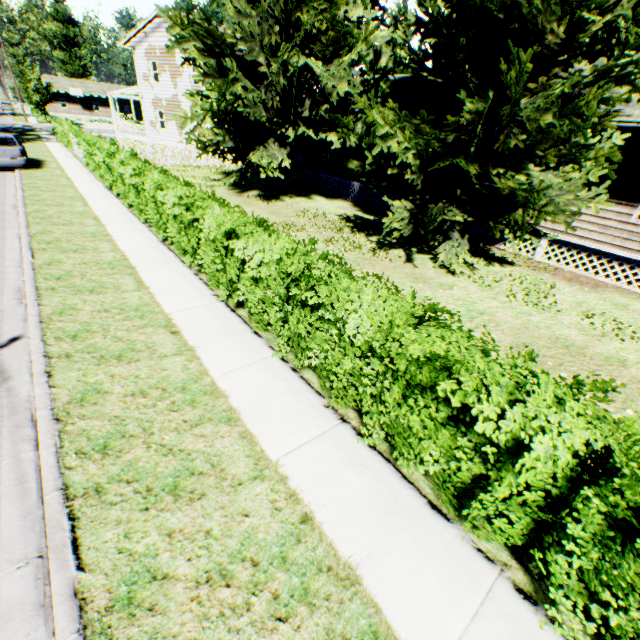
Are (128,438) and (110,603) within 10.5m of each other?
yes

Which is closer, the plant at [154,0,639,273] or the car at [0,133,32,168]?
the plant at [154,0,639,273]

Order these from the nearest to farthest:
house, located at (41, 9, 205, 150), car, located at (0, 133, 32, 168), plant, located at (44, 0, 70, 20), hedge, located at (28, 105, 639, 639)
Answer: hedge, located at (28, 105, 639, 639), car, located at (0, 133, 32, 168), house, located at (41, 9, 205, 150), plant, located at (44, 0, 70, 20)

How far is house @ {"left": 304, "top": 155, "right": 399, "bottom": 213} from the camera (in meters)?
17.34

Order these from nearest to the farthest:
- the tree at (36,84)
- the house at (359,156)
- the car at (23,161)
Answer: the car at (23,161) < the house at (359,156) < the tree at (36,84)

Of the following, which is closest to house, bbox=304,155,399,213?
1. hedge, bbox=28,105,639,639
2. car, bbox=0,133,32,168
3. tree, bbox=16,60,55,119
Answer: hedge, bbox=28,105,639,639

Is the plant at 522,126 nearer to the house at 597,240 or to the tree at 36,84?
the house at 597,240

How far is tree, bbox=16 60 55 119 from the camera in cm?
4388
